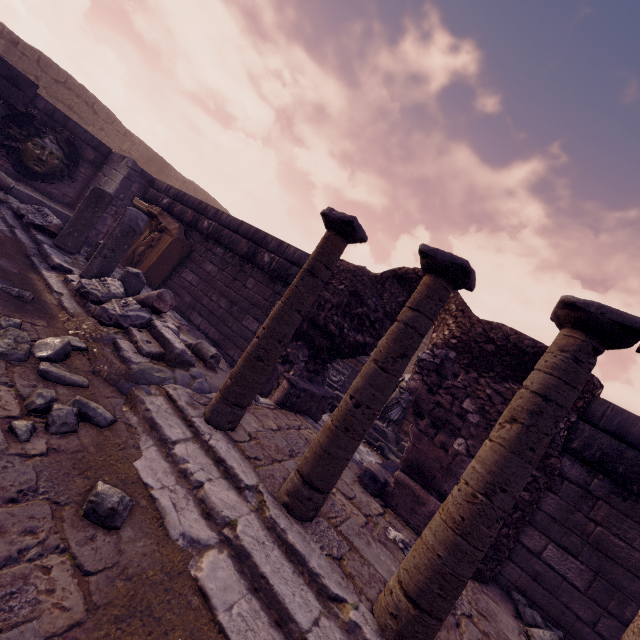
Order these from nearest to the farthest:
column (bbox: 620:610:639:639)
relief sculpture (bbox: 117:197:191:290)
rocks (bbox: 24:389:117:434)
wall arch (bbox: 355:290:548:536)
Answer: column (bbox: 620:610:639:639)
rocks (bbox: 24:389:117:434)
wall arch (bbox: 355:290:548:536)
relief sculpture (bbox: 117:197:191:290)

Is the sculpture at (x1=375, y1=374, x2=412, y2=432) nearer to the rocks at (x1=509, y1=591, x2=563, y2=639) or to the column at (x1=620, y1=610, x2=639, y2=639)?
the rocks at (x1=509, y1=591, x2=563, y2=639)

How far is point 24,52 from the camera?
13.40m

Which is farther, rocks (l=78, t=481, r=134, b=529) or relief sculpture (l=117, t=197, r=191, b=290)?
relief sculpture (l=117, t=197, r=191, b=290)

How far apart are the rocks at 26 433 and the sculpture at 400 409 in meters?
7.4

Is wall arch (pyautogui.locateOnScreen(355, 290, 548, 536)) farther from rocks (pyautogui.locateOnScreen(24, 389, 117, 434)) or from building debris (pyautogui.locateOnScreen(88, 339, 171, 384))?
rocks (pyautogui.locateOnScreen(24, 389, 117, 434))

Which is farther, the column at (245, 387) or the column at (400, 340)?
the column at (245, 387)

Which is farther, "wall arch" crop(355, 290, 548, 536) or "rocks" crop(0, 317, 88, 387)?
"wall arch" crop(355, 290, 548, 536)
